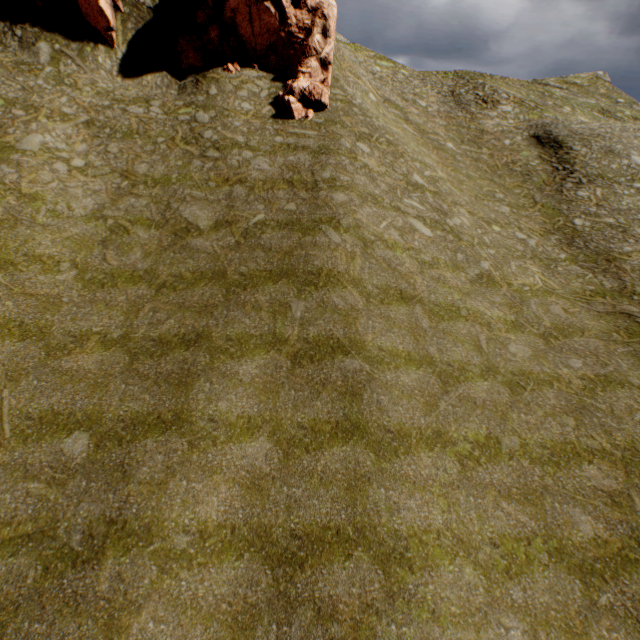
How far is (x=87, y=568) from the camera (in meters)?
8.39

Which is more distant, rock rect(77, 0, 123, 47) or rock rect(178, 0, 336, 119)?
rock rect(178, 0, 336, 119)

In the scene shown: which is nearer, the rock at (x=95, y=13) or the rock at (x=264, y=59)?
the rock at (x=95, y=13)
